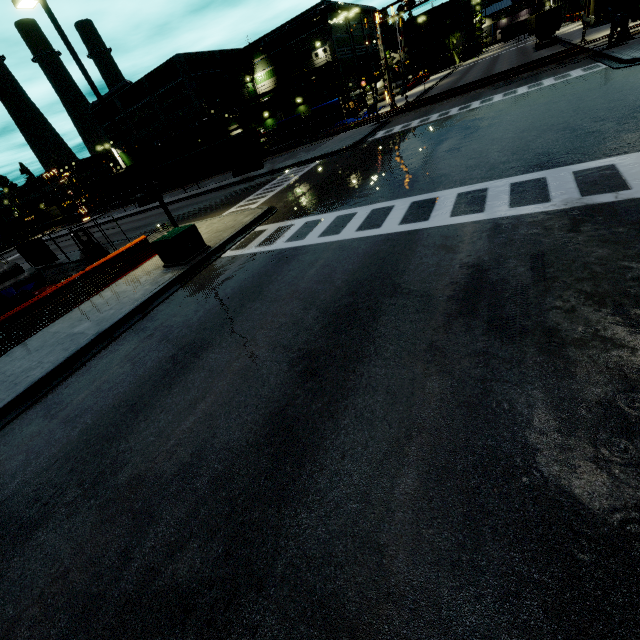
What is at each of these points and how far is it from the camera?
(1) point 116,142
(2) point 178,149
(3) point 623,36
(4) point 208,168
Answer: (1) building, 59.0m
(2) cargo car, 48.1m
(3) railroad crossing overhang, 21.5m
(4) semi trailer, 35.3m

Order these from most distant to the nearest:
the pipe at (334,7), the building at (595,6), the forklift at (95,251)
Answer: the pipe at (334,7) < the building at (595,6) < the forklift at (95,251)

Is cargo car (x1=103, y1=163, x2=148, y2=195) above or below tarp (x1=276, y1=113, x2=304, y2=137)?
above

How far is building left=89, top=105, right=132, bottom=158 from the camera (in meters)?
56.41

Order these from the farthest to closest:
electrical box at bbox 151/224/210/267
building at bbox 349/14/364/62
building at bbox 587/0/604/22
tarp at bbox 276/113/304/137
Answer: building at bbox 349/14/364/62, tarp at bbox 276/113/304/137, building at bbox 587/0/604/22, electrical box at bbox 151/224/210/267

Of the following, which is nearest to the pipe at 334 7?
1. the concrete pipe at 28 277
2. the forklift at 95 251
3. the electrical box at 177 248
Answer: the forklift at 95 251

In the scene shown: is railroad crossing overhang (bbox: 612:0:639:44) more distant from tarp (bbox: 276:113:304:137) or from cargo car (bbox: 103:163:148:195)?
cargo car (bbox: 103:163:148:195)

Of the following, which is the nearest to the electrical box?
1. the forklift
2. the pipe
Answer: the forklift
